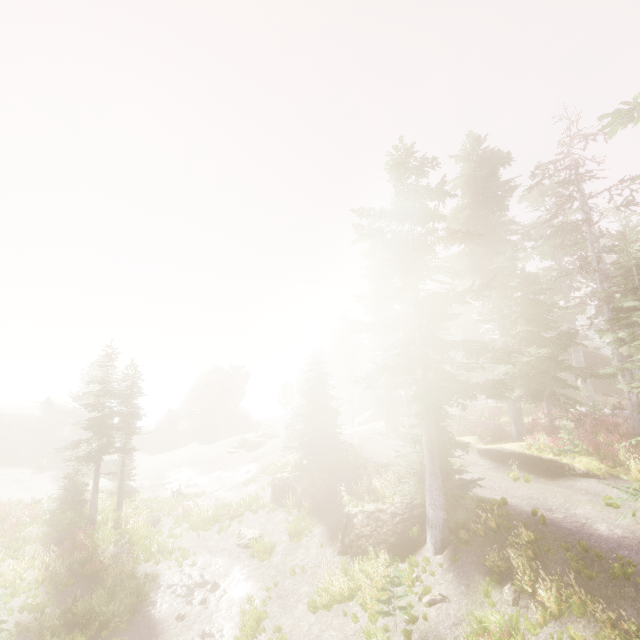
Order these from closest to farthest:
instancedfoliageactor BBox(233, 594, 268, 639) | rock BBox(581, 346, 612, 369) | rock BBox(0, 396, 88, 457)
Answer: instancedfoliageactor BBox(233, 594, 268, 639), rock BBox(581, 346, 612, 369), rock BBox(0, 396, 88, 457)

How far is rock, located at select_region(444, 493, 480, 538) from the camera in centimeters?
1287cm

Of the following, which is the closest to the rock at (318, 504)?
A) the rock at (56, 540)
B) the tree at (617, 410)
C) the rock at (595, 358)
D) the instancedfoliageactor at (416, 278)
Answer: the instancedfoliageactor at (416, 278)

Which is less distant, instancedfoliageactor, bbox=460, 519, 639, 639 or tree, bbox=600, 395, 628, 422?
instancedfoliageactor, bbox=460, 519, 639, 639

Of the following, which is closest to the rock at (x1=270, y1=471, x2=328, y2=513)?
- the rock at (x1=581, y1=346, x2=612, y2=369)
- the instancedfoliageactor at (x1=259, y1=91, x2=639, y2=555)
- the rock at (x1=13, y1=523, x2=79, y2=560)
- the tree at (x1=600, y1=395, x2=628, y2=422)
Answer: the instancedfoliageactor at (x1=259, y1=91, x2=639, y2=555)

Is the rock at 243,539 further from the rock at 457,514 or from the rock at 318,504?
the rock at 457,514

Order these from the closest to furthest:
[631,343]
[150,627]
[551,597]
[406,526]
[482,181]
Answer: [551,597]
[150,627]
[406,526]
[631,343]
[482,181]
